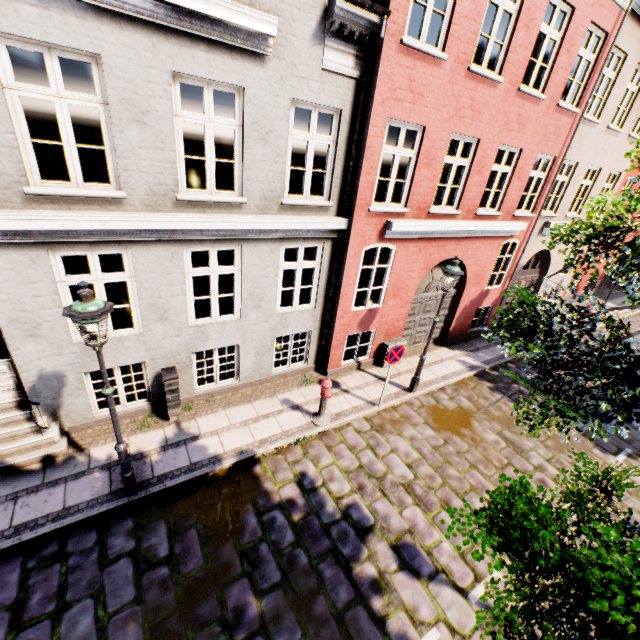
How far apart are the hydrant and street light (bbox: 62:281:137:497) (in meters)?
3.67

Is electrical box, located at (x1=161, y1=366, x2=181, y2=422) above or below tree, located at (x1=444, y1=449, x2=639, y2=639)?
below

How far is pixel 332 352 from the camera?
9.0 meters

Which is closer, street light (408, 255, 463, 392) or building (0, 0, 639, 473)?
building (0, 0, 639, 473)

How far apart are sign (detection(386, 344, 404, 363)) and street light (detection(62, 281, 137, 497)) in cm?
536

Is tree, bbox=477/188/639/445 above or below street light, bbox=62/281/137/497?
above

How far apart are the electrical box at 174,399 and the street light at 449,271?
5.9m

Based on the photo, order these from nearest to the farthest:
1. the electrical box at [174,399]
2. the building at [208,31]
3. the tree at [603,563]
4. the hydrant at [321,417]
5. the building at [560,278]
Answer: the tree at [603,563], the building at [208,31], the electrical box at [174,399], the hydrant at [321,417], the building at [560,278]
